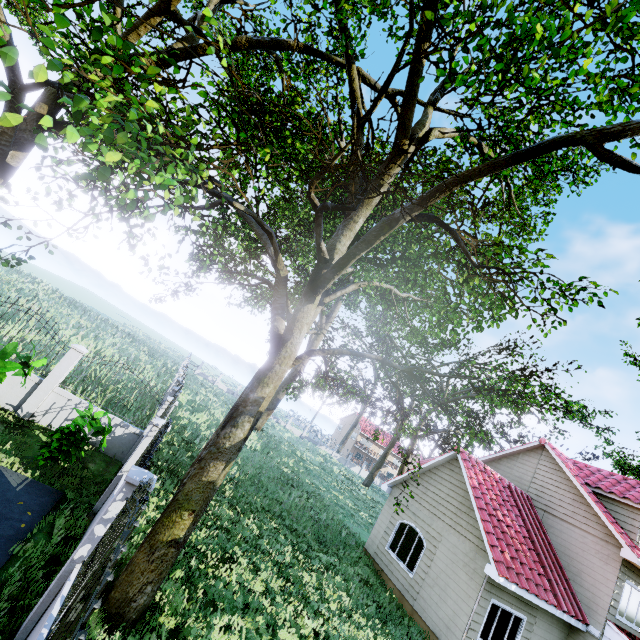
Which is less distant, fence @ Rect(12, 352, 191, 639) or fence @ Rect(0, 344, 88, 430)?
fence @ Rect(12, 352, 191, 639)

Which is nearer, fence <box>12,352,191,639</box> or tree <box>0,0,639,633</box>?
fence <box>12,352,191,639</box>

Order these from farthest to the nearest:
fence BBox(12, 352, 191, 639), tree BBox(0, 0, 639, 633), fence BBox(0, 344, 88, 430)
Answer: fence BBox(0, 344, 88, 430), tree BBox(0, 0, 639, 633), fence BBox(12, 352, 191, 639)

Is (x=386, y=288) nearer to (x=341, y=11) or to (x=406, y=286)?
(x=406, y=286)

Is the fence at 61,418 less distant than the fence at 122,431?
No

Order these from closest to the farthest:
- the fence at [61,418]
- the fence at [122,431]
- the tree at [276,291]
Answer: the fence at [122,431] < the tree at [276,291] < the fence at [61,418]
